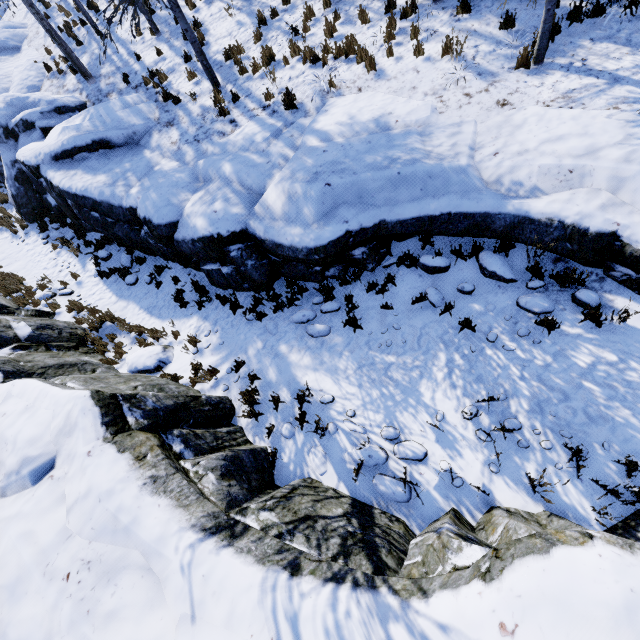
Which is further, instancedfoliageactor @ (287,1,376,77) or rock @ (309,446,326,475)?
instancedfoliageactor @ (287,1,376,77)

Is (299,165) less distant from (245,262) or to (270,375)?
(245,262)

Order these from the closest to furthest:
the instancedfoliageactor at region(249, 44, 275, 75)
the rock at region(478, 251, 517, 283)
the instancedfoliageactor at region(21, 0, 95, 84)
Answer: the rock at region(478, 251, 517, 283) → the instancedfoliageactor at region(249, 44, 275, 75) → the instancedfoliageactor at region(21, 0, 95, 84)

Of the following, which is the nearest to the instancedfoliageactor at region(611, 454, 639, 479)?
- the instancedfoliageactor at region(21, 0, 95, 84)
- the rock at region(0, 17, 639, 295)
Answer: the rock at region(0, 17, 639, 295)

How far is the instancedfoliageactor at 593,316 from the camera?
4.57m

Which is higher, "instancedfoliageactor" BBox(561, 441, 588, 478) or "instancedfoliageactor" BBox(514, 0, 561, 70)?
"instancedfoliageactor" BBox(514, 0, 561, 70)

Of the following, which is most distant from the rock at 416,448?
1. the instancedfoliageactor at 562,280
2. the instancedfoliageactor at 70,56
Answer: the instancedfoliageactor at 70,56

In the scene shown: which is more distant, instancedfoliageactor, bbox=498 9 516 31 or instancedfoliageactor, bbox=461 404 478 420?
instancedfoliageactor, bbox=498 9 516 31
